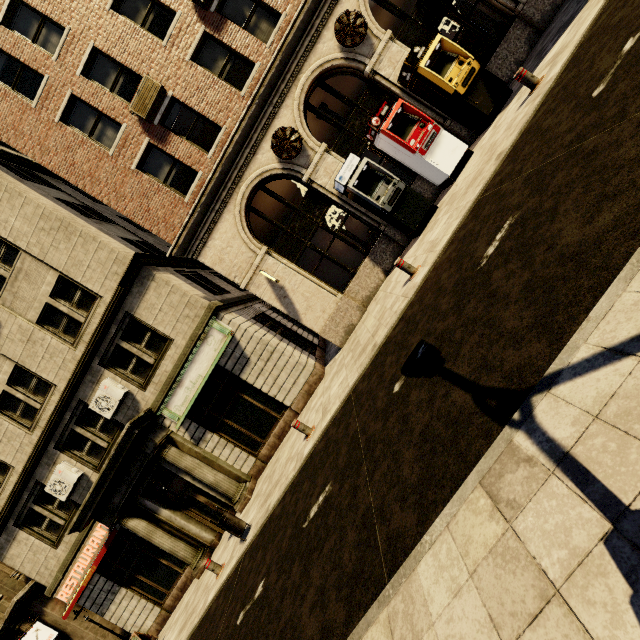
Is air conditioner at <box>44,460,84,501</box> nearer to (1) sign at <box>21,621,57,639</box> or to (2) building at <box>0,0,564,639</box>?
(2) building at <box>0,0,564,639</box>

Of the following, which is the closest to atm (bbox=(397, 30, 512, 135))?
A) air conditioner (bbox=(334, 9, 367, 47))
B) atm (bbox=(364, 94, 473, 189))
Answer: atm (bbox=(364, 94, 473, 189))

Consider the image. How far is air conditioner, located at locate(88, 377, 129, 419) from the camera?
11.9m

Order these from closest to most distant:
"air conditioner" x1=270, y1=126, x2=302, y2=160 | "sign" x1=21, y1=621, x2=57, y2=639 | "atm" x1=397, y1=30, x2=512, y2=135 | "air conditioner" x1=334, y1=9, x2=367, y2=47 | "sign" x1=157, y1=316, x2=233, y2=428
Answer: "atm" x1=397, y1=30, x2=512, y2=135
"air conditioner" x1=334, y1=9, x2=367, y2=47
"air conditioner" x1=270, y1=126, x2=302, y2=160
"sign" x1=157, y1=316, x2=233, y2=428
"sign" x1=21, y1=621, x2=57, y2=639

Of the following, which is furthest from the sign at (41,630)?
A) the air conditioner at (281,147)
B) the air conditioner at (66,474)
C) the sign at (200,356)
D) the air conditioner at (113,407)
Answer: the air conditioner at (281,147)

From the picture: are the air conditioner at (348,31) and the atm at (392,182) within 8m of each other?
yes

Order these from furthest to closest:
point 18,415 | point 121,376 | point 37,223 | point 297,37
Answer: point 18,415
point 121,376
point 37,223
point 297,37

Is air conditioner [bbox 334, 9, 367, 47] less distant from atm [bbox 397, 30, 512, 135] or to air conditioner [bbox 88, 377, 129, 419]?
atm [bbox 397, 30, 512, 135]
